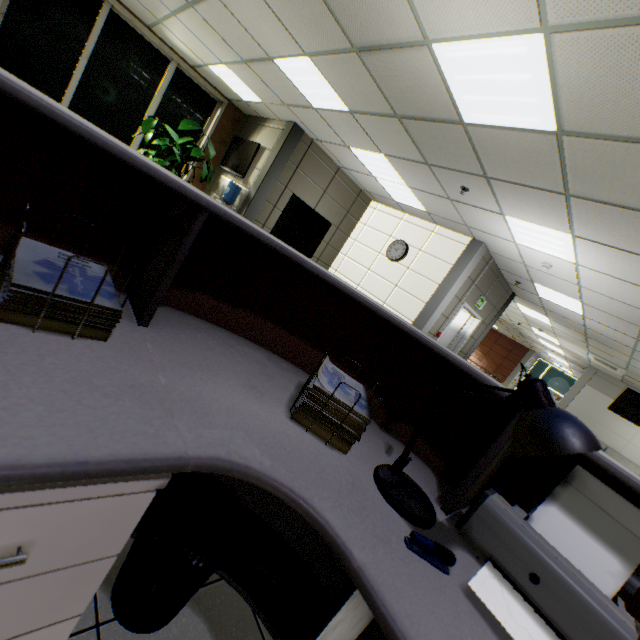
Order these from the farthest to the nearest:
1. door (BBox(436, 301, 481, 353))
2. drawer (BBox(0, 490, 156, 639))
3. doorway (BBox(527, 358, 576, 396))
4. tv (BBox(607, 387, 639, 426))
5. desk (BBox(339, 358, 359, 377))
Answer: doorway (BBox(527, 358, 576, 396)) → tv (BBox(607, 387, 639, 426)) → door (BBox(436, 301, 481, 353)) → desk (BBox(339, 358, 359, 377)) → drawer (BBox(0, 490, 156, 639))

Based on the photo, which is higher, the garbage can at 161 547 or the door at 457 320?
the door at 457 320

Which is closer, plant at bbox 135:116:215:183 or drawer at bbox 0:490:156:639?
drawer at bbox 0:490:156:639

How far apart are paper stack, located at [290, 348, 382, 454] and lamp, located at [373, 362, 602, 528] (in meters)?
0.14

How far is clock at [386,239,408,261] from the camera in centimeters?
779cm

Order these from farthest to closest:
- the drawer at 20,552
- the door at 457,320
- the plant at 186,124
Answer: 1. the door at 457,320
2. the plant at 186,124
3. the drawer at 20,552

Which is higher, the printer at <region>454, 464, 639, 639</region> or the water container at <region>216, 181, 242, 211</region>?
the water container at <region>216, 181, 242, 211</region>

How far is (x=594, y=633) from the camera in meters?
0.7 m
